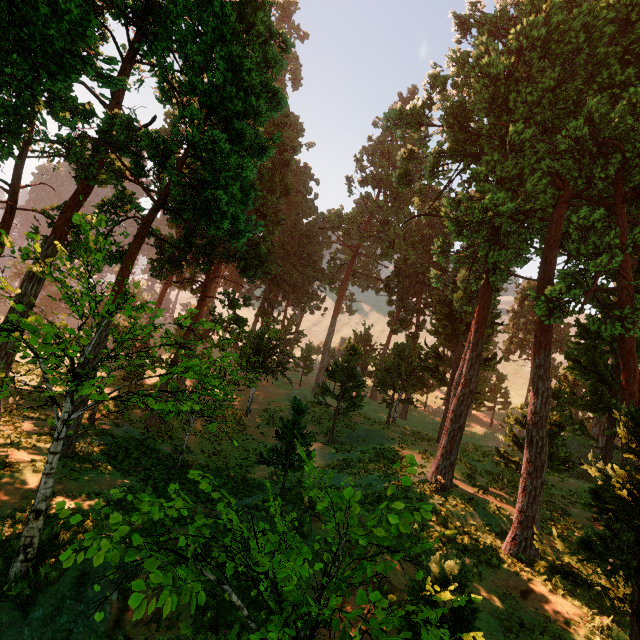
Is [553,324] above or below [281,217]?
above

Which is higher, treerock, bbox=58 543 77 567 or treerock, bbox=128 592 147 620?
treerock, bbox=128 592 147 620

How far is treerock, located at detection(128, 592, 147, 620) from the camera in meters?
2.5 m

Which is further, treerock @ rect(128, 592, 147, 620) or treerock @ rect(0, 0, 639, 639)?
treerock @ rect(0, 0, 639, 639)

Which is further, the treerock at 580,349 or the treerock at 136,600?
the treerock at 580,349

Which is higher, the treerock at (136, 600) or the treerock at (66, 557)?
the treerock at (136, 600)
